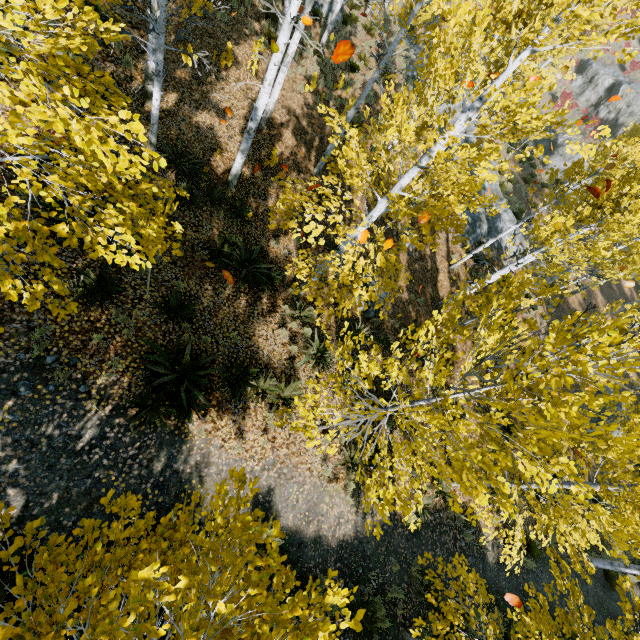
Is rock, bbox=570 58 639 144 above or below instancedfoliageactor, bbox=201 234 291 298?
above

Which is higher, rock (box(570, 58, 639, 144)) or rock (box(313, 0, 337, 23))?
rock (box(570, 58, 639, 144))

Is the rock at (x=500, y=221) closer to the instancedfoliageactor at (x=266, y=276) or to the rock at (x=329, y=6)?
the instancedfoliageactor at (x=266, y=276)

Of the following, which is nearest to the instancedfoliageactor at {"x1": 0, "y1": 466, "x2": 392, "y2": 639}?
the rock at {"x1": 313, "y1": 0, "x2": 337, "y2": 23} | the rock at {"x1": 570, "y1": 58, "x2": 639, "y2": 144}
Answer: the rock at {"x1": 313, "y1": 0, "x2": 337, "y2": 23}

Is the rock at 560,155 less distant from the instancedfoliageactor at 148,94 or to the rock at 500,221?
the instancedfoliageactor at 148,94

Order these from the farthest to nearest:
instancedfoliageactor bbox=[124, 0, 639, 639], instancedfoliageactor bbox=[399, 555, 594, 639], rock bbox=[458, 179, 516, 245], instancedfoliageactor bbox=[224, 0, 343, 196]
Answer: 1. rock bbox=[458, 179, 516, 245]
2. instancedfoliageactor bbox=[224, 0, 343, 196]
3. instancedfoliageactor bbox=[399, 555, 594, 639]
4. instancedfoliageactor bbox=[124, 0, 639, 639]

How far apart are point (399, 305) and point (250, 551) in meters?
11.2

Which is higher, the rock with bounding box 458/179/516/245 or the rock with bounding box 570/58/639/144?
the rock with bounding box 570/58/639/144
